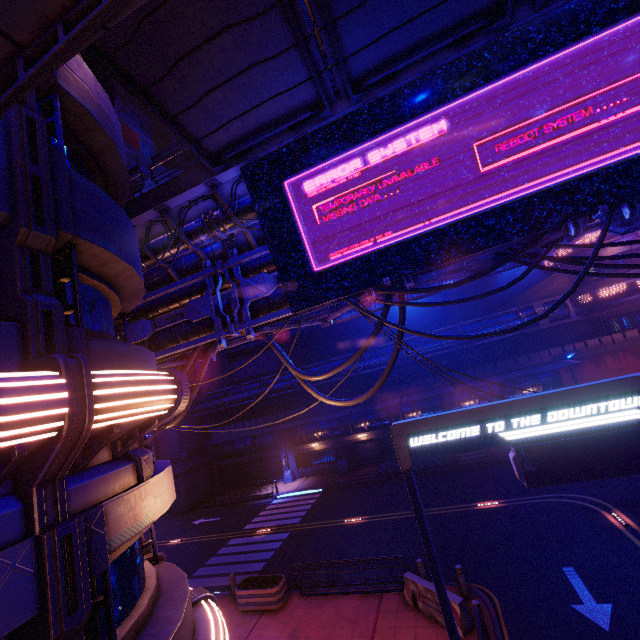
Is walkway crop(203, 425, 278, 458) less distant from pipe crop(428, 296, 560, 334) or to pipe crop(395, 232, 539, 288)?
pipe crop(428, 296, 560, 334)

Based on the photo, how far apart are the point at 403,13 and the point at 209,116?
5.0m

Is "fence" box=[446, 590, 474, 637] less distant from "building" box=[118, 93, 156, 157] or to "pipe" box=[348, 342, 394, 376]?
"pipe" box=[348, 342, 394, 376]

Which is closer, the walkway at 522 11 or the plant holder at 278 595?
the walkway at 522 11

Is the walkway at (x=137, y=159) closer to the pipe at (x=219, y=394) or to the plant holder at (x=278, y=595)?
the pipe at (x=219, y=394)

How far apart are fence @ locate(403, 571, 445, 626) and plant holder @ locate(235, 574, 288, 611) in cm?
513

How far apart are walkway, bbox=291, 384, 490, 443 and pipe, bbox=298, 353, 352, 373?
2.8m

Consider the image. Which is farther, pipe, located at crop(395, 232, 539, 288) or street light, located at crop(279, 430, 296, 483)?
street light, located at crop(279, 430, 296, 483)
